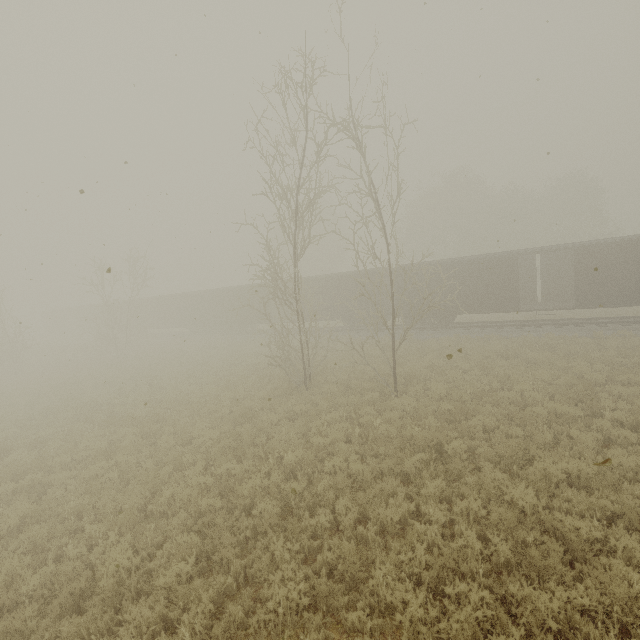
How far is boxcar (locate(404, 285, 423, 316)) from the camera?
23.10m

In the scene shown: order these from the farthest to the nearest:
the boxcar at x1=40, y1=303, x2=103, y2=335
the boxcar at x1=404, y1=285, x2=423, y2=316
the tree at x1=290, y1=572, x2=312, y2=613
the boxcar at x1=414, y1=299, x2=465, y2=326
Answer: the boxcar at x1=40, y1=303, x2=103, y2=335 → the boxcar at x1=404, y1=285, x2=423, y2=316 → the boxcar at x1=414, y1=299, x2=465, y2=326 → the tree at x1=290, y1=572, x2=312, y2=613

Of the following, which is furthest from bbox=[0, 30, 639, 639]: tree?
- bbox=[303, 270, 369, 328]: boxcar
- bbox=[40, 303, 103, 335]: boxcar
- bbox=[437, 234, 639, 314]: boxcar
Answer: bbox=[40, 303, 103, 335]: boxcar

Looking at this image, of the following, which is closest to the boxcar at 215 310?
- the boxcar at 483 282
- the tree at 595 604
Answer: the boxcar at 483 282

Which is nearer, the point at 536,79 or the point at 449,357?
the point at 449,357

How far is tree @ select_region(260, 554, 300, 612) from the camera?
4.86m

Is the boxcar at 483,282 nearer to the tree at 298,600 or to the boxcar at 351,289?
the boxcar at 351,289

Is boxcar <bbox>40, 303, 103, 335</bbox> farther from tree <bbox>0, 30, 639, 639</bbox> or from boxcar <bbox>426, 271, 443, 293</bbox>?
boxcar <bbox>426, 271, 443, 293</bbox>
